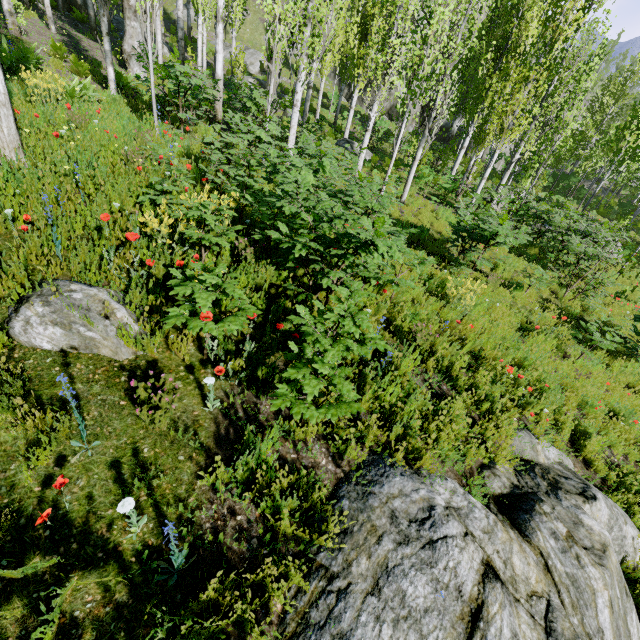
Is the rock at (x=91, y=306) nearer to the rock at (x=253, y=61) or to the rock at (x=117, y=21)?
the rock at (x=117, y=21)

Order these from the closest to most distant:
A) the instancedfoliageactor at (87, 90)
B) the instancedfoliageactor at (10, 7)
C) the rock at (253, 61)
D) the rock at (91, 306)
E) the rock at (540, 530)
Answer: the rock at (540, 530) < the rock at (91, 306) < the instancedfoliageactor at (87, 90) < the instancedfoliageactor at (10, 7) < the rock at (253, 61)

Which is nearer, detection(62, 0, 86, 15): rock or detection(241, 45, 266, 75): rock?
detection(62, 0, 86, 15): rock

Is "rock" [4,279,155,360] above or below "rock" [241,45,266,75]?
below

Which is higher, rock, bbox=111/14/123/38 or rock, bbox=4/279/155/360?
rock, bbox=111/14/123/38

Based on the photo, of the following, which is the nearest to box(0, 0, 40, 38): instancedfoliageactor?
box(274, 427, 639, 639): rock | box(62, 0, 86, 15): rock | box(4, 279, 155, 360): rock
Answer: box(62, 0, 86, 15): rock

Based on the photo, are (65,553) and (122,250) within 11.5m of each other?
yes

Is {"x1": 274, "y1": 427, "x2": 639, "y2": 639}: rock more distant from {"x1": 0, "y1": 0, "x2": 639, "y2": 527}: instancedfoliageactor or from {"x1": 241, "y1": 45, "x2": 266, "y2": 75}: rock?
{"x1": 241, "y1": 45, "x2": 266, "y2": 75}: rock
